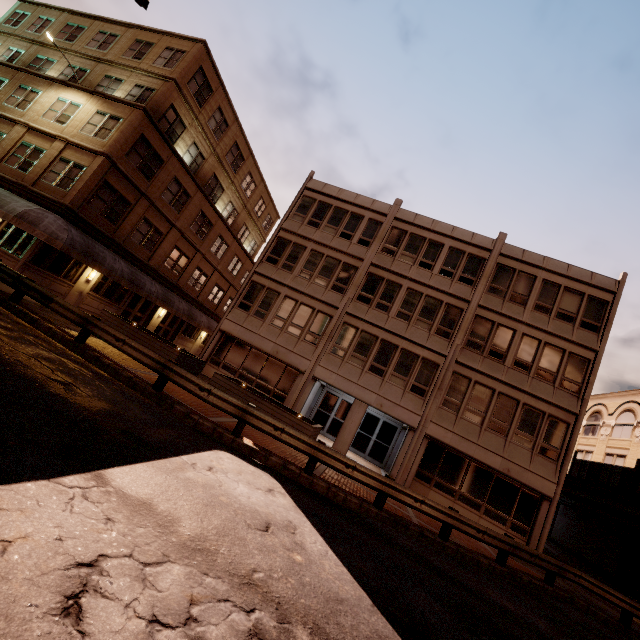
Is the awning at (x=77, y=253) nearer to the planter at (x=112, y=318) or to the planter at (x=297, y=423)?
the planter at (x=112, y=318)

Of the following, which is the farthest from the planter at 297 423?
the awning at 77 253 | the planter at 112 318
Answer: the awning at 77 253

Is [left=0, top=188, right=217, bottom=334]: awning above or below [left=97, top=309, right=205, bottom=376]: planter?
above

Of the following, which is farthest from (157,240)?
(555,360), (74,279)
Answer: (555,360)

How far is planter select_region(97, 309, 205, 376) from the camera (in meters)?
14.70

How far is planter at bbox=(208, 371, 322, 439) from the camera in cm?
1290

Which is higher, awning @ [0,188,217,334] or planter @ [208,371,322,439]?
awning @ [0,188,217,334]

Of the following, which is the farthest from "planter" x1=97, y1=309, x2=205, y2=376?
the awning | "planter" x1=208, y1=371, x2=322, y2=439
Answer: the awning
